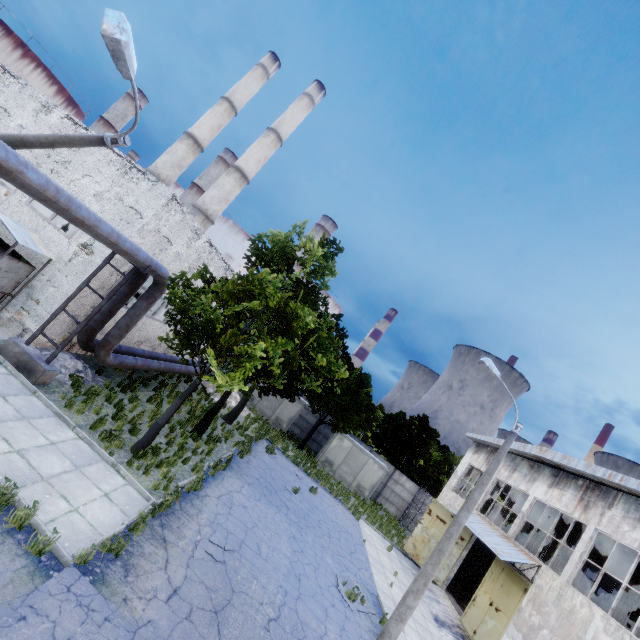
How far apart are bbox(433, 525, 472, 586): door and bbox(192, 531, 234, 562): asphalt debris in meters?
16.4 m

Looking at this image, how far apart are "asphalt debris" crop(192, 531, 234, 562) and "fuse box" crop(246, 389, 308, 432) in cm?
1870

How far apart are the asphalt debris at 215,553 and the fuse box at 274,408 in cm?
1870

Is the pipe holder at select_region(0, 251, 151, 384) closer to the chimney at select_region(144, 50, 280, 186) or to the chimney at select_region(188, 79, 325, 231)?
the chimney at select_region(188, 79, 325, 231)

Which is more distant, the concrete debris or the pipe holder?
the concrete debris

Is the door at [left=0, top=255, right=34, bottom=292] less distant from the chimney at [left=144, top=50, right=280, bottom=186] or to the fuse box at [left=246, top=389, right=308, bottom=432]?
the fuse box at [left=246, top=389, right=308, bottom=432]

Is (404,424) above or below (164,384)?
above

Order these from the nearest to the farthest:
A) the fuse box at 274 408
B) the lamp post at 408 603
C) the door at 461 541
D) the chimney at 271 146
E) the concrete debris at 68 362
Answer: the lamp post at 408 603 < the concrete debris at 68 362 < the door at 461 541 < the fuse box at 274 408 < the chimney at 271 146
